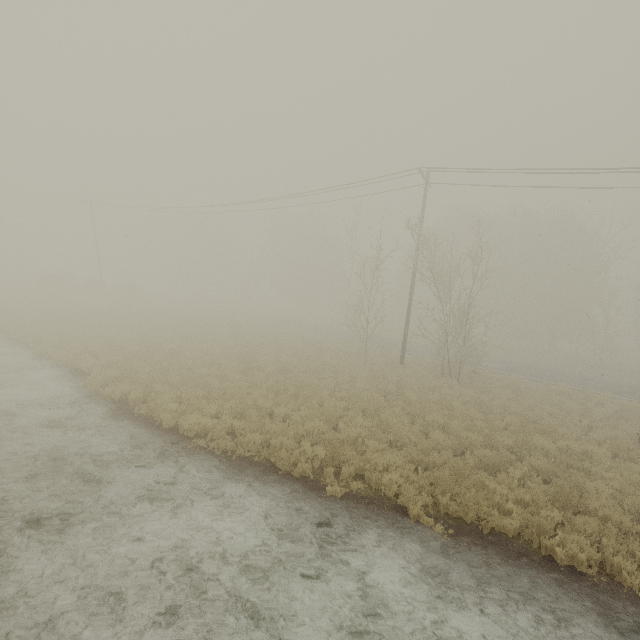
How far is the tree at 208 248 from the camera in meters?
57.8 m

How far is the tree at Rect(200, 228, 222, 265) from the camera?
57.78m

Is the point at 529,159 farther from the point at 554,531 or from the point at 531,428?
the point at 554,531
